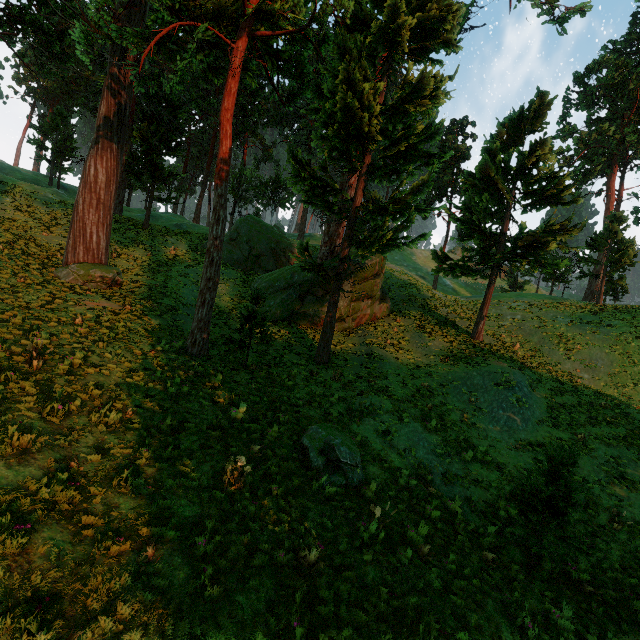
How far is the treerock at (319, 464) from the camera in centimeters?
855cm

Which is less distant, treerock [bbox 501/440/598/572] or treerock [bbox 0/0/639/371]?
treerock [bbox 501/440/598/572]

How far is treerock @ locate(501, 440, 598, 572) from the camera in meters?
8.2

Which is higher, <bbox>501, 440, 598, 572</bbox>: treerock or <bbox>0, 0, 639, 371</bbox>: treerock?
<bbox>0, 0, 639, 371</bbox>: treerock

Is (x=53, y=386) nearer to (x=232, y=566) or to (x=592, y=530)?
(x=232, y=566)
